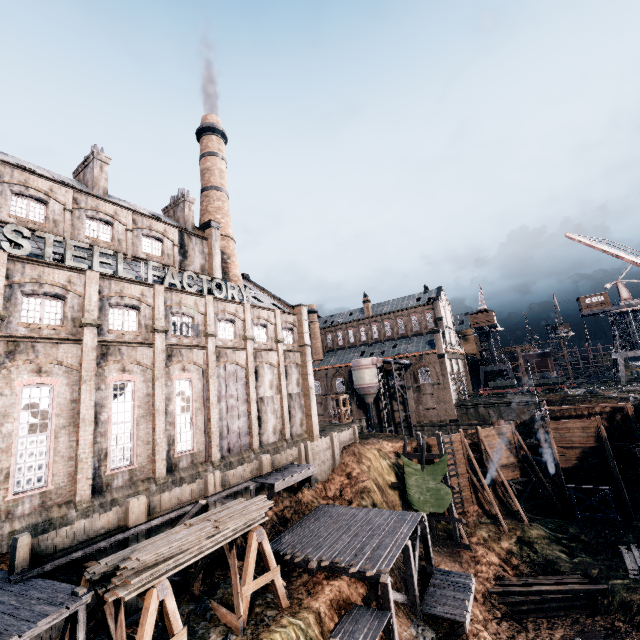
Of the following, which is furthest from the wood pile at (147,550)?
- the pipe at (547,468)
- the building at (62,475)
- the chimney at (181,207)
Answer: the pipe at (547,468)

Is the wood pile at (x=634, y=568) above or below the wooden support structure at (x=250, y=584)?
below

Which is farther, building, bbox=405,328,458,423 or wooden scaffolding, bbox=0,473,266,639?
building, bbox=405,328,458,423

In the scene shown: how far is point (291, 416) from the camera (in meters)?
34.81

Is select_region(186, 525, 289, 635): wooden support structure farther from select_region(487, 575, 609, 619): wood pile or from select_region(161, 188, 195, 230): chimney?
select_region(161, 188, 195, 230): chimney

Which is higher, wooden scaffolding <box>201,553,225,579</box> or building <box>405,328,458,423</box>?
building <box>405,328,458,423</box>

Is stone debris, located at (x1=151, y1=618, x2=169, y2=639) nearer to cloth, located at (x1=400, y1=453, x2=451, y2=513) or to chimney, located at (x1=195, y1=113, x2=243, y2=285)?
cloth, located at (x1=400, y1=453, x2=451, y2=513)

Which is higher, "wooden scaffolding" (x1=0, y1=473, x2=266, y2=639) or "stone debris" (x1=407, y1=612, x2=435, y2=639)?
"wooden scaffolding" (x1=0, y1=473, x2=266, y2=639)
